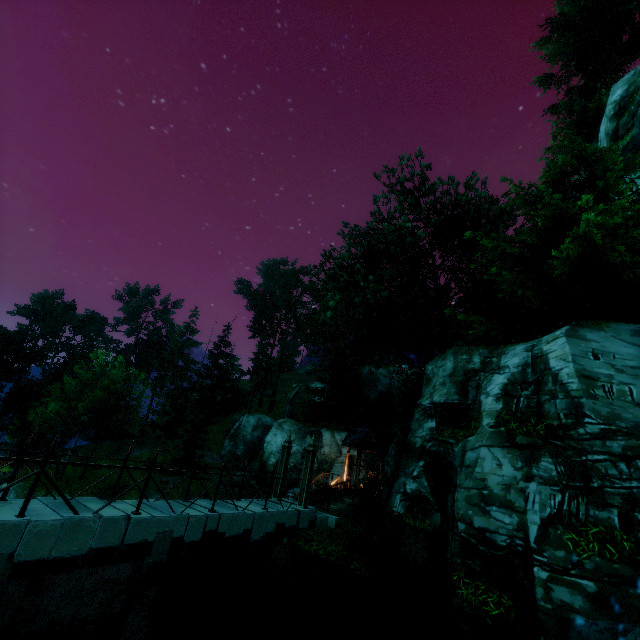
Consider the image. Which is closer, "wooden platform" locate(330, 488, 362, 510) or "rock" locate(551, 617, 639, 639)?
"rock" locate(551, 617, 639, 639)

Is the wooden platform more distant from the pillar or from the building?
the pillar

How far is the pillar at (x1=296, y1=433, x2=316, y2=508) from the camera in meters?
12.5 m

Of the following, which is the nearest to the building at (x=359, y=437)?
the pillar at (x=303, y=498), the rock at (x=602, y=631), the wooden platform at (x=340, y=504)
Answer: the wooden platform at (x=340, y=504)

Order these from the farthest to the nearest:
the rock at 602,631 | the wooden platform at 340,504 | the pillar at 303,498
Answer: the wooden platform at 340,504 → the pillar at 303,498 → the rock at 602,631

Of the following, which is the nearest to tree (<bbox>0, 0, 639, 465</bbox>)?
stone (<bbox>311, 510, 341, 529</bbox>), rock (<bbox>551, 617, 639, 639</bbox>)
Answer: stone (<bbox>311, 510, 341, 529</bbox>)

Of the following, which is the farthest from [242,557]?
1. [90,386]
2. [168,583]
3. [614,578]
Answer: [90,386]

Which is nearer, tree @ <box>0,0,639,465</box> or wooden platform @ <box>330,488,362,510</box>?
tree @ <box>0,0,639,465</box>
